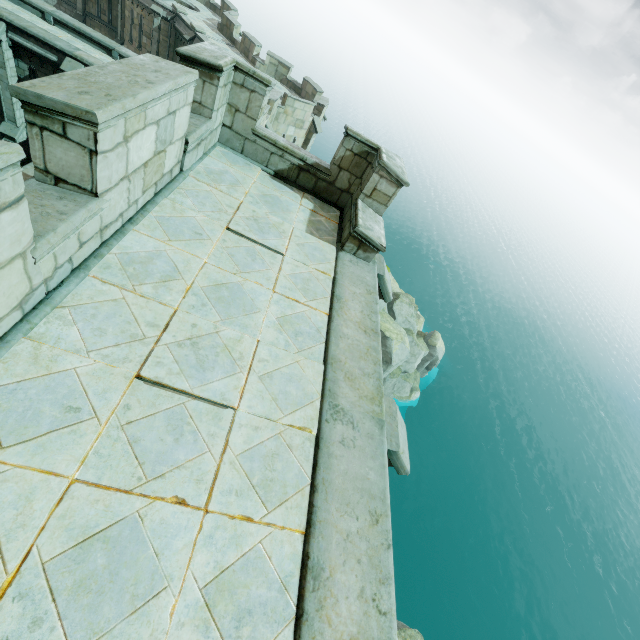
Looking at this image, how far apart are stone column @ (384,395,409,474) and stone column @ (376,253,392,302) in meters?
2.5

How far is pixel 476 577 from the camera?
40.8 meters

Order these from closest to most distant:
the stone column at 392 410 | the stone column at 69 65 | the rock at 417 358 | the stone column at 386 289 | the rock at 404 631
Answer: the stone column at 392 410 < the stone column at 386 289 < the rock at 404 631 < the stone column at 69 65 < the rock at 417 358

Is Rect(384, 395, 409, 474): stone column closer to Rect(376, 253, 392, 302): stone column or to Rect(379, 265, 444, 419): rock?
Rect(376, 253, 392, 302): stone column

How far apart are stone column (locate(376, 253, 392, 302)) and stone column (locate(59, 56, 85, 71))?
17.2 meters

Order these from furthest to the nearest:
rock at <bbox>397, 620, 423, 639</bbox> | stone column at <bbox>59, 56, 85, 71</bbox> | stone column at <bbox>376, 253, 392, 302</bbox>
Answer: stone column at <bbox>59, 56, 85, 71</bbox>
rock at <bbox>397, 620, 423, 639</bbox>
stone column at <bbox>376, 253, 392, 302</bbox>

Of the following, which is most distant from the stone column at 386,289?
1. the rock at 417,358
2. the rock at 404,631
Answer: the rock at 417,358

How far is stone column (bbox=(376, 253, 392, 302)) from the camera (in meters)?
5.82
